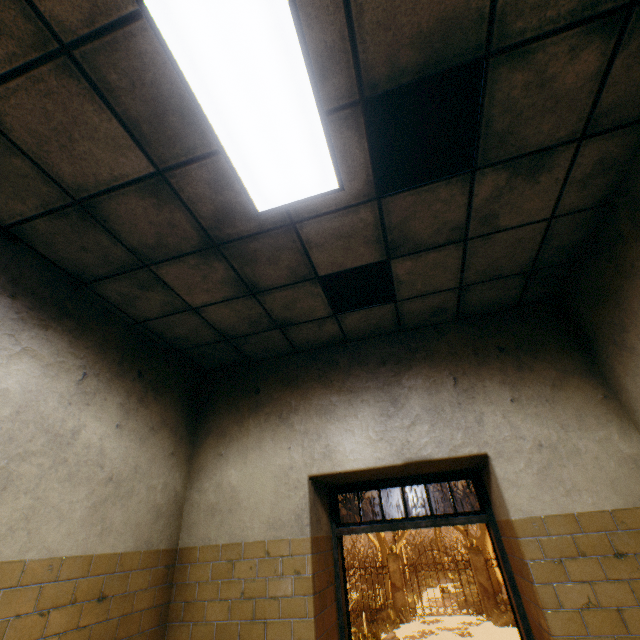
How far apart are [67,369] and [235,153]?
2.2 meters

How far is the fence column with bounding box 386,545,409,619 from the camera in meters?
15.4

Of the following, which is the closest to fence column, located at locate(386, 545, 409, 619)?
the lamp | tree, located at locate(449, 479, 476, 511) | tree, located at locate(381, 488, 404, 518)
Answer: tree, located at locate(381, 488, 404, 518)

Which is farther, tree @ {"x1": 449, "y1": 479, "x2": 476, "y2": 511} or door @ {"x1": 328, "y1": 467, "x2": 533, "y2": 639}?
tree @ {"x1": 449, "y1": 479, "x2": 476, "y2": 511}

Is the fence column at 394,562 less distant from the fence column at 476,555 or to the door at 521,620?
the fence column at 476,555

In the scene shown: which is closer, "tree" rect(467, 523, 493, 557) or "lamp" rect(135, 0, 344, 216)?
"lamp" rect(135, 0, 344, 216)

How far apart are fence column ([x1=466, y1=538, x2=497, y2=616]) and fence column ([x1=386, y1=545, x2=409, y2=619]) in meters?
3.3 m

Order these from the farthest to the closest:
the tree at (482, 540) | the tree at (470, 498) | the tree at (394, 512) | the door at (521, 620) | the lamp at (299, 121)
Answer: the tree at (394, 512), the tree at (470, 498), the tree at (482, 540), the door at (521, 620), the lamp at (299, 121)
